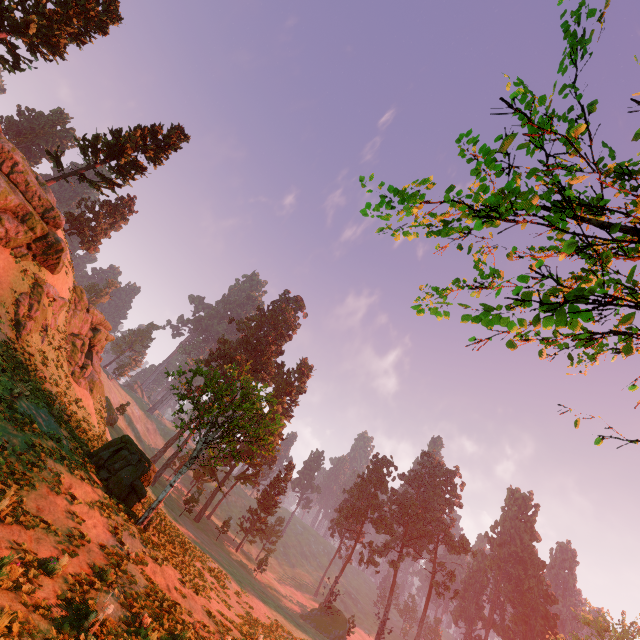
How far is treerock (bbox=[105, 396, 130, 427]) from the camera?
47.5 meters

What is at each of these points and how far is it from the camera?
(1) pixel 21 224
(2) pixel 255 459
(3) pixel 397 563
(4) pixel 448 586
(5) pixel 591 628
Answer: (1) rock, 19.6 meters
(2) treerock, 19.2 meters
(3) treerock, 56.7 meters
(4) treerock, 57.1 meters
(5) treerock, 50.4 meters

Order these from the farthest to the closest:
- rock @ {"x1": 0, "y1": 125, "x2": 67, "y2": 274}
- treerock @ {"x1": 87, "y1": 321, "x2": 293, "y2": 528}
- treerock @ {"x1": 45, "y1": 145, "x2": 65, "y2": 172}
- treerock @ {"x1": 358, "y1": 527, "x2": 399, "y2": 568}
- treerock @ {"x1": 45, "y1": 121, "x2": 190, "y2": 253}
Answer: treerock @ {"x1": 358, "y1": 527, "x2": 399, "y2": 568} < treerock @ {"x1": 45, "y1": 121, "x2": 190, "y2": 253} < treerock @ {"x1": 45, "y1": 145, "x2": 65, "y2": 172} < rock @ {"x1": 0, "y1": 125, "x2": 67, "y2": 274} < treerock @ {"x1": 87, "y1": 321, "x2": 293, "y2": 528}

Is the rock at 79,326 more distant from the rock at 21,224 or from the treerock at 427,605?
the treerock at 427,605

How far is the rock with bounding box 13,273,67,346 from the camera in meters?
19.6 m

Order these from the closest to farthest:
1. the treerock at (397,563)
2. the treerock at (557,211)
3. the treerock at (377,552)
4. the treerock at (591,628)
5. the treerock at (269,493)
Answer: the treerock at (557,211)
the treerock at (591,628)
the treerock at (397,563)
the treerock at (269,493)
the treerock at (377,552)

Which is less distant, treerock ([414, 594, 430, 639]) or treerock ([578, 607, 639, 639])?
treerock ([578, 607, 639, 639])
